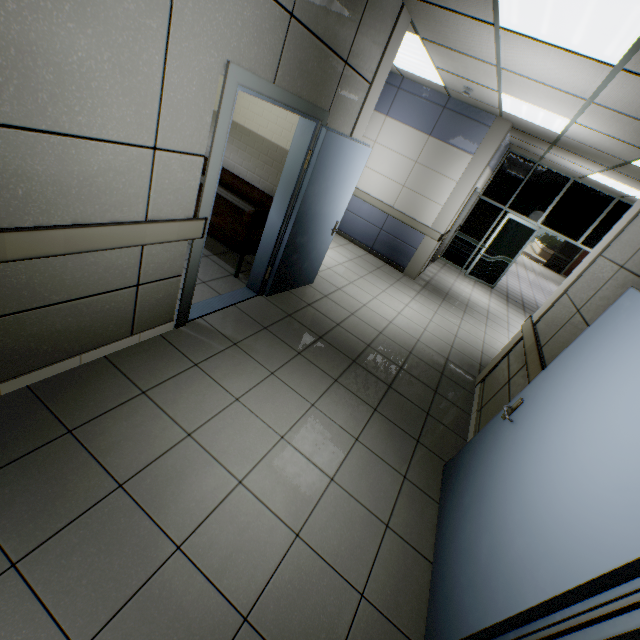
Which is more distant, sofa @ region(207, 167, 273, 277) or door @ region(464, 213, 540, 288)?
door @ region(464, 213, 540, 288)

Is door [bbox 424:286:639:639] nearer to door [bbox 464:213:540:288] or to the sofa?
the sofa

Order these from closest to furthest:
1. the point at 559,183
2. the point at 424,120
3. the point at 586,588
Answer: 1. the point at 586,588
2. the point at 424,120
3. the point at 559,183

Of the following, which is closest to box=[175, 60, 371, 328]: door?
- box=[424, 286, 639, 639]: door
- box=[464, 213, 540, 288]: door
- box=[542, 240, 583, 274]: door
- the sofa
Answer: the sofa

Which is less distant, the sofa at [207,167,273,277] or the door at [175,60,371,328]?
the door at [175,60,371,328]

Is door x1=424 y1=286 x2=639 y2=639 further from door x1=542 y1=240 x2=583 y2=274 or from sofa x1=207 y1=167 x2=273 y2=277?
door x1=542 y1=240 x2=583 y2=274

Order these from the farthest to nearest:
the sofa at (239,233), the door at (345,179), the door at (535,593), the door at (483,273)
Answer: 1. the door at (483,273)
2. the sofa at (239,233)
3. the door at (345,179)
4. the door at (535,593)

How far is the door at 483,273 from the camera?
8.6m
